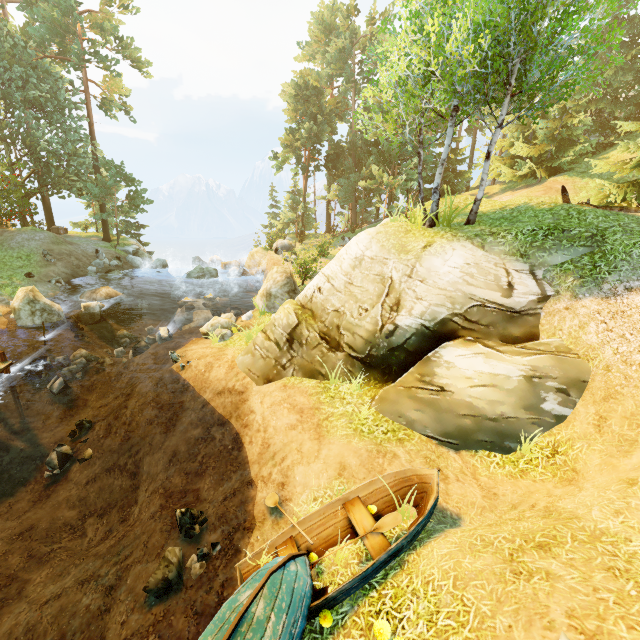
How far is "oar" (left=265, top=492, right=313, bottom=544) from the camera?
5.6m

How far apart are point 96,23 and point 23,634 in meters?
40.1

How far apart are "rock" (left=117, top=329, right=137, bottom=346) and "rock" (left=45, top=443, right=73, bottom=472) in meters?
7.9

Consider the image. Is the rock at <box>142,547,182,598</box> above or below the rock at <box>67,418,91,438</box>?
above

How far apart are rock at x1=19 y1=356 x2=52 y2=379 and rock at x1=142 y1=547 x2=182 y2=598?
10.6 meters

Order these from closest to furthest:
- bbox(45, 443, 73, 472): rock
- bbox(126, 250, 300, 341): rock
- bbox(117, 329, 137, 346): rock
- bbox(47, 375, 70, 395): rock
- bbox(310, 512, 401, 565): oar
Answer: bbox(310, 512, 401, 565): oar → bbox(45, 443, 73, 472): rock → bbox(47, 375, 70, 395): rock → bbox(126, 250, 300, 341): rock → bbox(117, 329, 137, 346): rock

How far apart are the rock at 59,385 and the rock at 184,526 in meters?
9.3

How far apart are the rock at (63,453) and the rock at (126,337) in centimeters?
787cm
